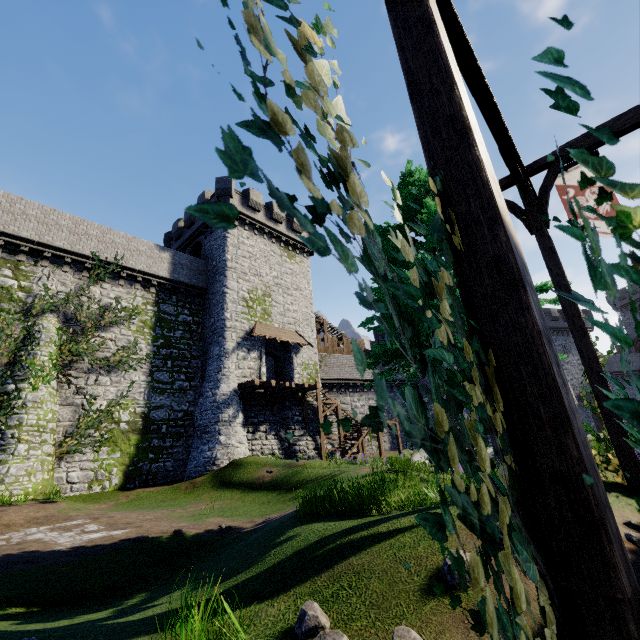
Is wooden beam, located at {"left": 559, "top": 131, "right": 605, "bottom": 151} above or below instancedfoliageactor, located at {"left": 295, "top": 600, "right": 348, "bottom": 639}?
above

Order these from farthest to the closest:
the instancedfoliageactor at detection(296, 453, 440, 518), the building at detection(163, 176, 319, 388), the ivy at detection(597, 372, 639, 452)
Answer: the building at detection(163, 176, 319, 388), the instancedfoliageactor at detection(296, 453, 440, 518), the ivy at detection(597, 372, 639, 452)

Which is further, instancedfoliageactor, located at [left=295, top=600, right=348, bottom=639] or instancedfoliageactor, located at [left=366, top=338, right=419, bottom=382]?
instancedfoliageactor, located at [left=366, top=338, right=419, bottom=382]

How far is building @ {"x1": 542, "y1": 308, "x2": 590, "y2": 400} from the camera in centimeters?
4372cm

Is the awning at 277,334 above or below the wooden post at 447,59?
above

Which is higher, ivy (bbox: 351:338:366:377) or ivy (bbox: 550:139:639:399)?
ivy (bbox: 550:139:639:399)

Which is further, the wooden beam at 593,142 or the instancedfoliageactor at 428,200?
the instancedfoliageactor at 428,200

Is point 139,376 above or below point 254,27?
above
